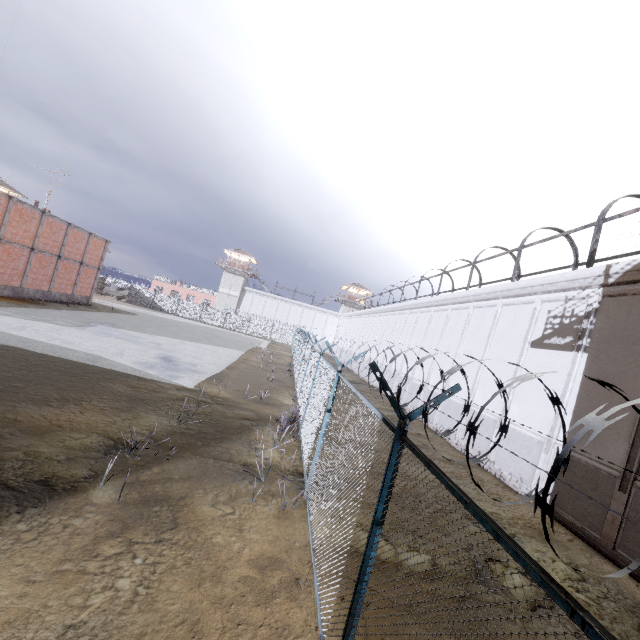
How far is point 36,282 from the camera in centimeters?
2655cm

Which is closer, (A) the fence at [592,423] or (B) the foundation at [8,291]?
(A) the fence at [592,423]

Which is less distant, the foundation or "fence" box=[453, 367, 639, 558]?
"fence" box=[453, 367, 639, 558]

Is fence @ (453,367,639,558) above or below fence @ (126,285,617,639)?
above

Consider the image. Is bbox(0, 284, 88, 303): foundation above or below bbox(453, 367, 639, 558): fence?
below
